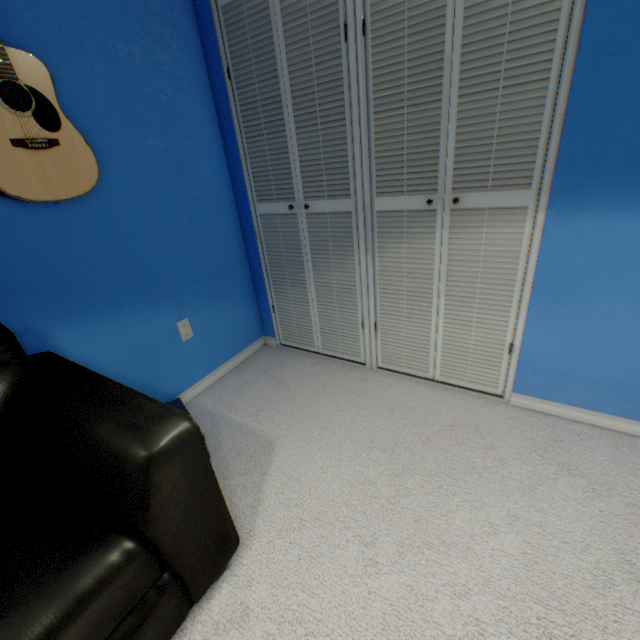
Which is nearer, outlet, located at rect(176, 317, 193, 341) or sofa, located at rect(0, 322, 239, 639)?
sofa, located at rect(0, 322, 239, 639)

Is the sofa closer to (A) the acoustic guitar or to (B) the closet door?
(A) the acoustic guitar

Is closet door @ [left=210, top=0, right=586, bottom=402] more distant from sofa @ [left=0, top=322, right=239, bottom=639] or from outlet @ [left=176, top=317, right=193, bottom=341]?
sofa @ [left=0, top=322, right=239, bottom=639]

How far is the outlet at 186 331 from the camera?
1.9 meters

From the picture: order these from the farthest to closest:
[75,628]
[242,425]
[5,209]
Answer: [242,425], [5,209], [75,628]

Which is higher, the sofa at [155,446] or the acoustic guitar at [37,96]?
the acoustic guitar at [37,96]

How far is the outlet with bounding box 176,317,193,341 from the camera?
1.89m

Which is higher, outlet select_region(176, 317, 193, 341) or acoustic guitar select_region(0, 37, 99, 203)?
acoustic guitar select_region(0, 37, 99, 203)
